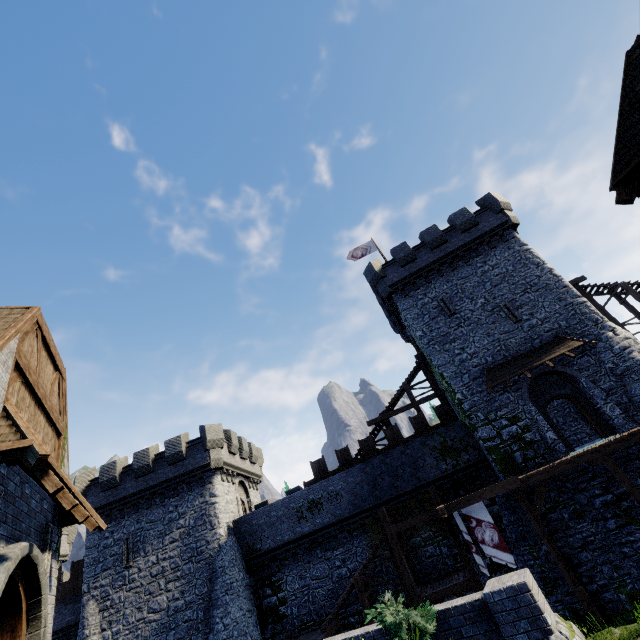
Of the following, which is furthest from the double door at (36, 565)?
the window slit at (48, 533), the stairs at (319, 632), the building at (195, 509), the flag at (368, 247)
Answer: the flag at (368, 247)

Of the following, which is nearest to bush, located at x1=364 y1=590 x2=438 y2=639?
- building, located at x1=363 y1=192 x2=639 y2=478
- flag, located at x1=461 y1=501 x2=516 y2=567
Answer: flag, located at x1=461 y1=501 x2=516 y2=567

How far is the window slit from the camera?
7.6 meters

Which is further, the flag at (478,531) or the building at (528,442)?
the building at (528,442)

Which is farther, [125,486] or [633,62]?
[125,486]

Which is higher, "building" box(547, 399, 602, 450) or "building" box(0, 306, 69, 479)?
"building" box(0, 306, 69, 479)

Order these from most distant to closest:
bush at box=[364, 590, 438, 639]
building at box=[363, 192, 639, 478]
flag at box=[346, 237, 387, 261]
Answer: flag at box=[346, 237, 387, 261], building at box=[363, 192, 639, 478], bush at box=[364, 590, 438, 639]

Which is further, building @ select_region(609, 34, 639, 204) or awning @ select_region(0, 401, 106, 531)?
building @ select_region(609, 34, 639, 204)
